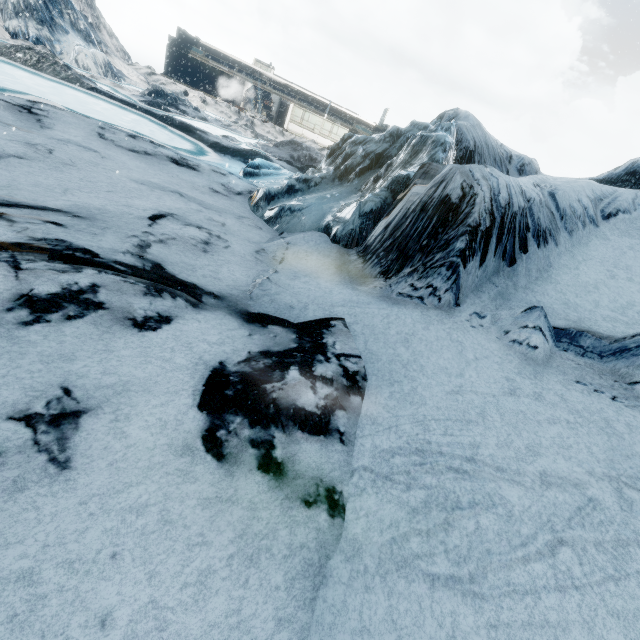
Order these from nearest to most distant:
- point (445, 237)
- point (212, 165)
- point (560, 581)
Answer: point (560, 581), point (445, 237), point (212, 165)
